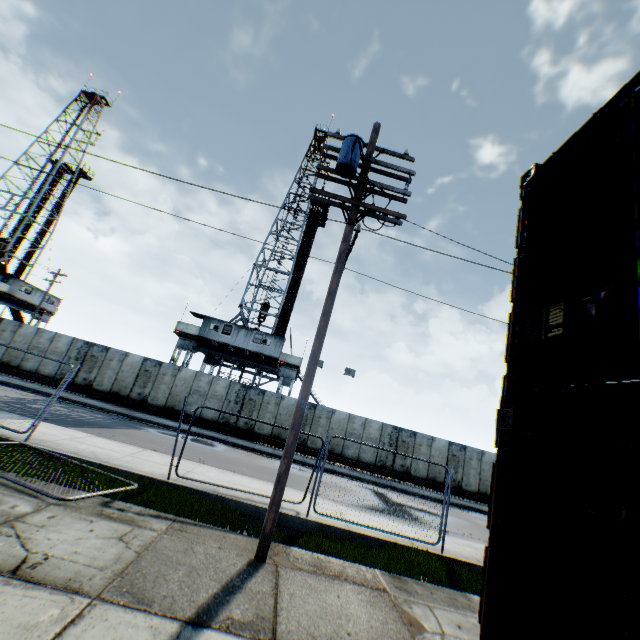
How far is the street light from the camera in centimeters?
574cm

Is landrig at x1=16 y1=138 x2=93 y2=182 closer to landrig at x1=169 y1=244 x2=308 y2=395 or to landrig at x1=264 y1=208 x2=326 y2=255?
landrig at x1=169 y1=244 x2=308 y2=395

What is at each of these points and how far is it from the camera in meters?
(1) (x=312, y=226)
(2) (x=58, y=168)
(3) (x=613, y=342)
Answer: (1) landrig, 36.0 m
(2) landrig, 38.9 m
(3) storage container, 2.4 m

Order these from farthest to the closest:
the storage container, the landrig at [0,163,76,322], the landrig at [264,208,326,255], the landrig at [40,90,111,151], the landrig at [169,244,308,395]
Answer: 1. the landrig at [40,90,111,151]
2. the landrig at [264,208,326,255]
3. the landrig at [0,163,76,322]
4. the landrig at [169,244,308,395]
5. the storage container

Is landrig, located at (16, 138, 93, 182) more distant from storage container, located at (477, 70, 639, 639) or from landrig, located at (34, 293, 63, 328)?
storage container, located at (477, 70, 639, 639)

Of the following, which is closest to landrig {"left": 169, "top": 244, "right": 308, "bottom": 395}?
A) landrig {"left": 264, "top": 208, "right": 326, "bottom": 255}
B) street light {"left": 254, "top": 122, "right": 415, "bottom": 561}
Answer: landrig {"left": 264, "top": 208, "right": 326, "bottom": 255}

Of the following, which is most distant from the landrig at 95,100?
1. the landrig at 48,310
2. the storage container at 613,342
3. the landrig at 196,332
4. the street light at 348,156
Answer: the storage container at 613,342

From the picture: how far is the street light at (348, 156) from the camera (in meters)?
5.74
